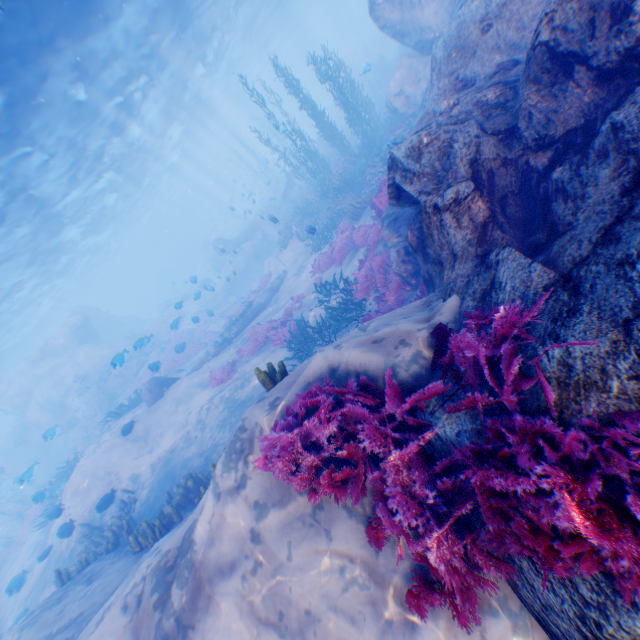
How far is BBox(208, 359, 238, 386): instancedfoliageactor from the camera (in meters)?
13.86

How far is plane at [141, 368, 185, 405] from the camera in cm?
1540

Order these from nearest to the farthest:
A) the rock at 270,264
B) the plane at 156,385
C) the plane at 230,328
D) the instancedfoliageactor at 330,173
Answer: the instancedfoliageactor at 330,173 → the plane at 156,385 → the plane at 230,328 → the rock at 270,264

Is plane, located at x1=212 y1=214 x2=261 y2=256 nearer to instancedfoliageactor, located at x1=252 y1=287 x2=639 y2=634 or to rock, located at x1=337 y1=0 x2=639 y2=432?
rock, located at x1=337 y1=0 x2=639 y2=432

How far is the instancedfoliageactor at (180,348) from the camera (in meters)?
16.53

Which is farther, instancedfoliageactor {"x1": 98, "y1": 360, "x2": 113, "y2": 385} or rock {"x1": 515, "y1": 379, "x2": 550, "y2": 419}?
instancedfoliageactor {"x1": 98, "y1": 360, "x2": 113, "y2": 385}

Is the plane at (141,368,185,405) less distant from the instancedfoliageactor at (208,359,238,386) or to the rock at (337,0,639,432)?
the rock at (337,0,639,432)

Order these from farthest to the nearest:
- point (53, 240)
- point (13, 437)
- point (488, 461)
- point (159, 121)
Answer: point (13, 437)
point (159, 121)
point (53, 240)
point (488, 461)
